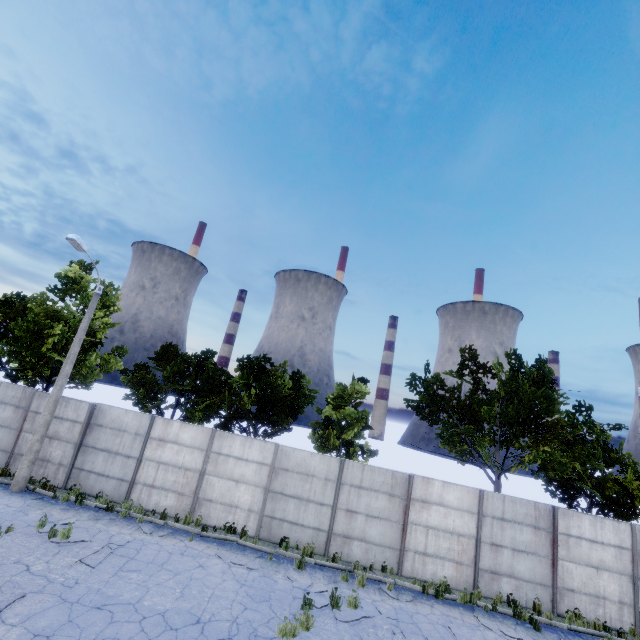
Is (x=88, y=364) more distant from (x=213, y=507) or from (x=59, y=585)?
(x=59, y=585)

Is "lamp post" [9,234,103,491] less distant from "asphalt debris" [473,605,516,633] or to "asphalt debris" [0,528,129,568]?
"asphalt debris" [0,528,129,568]

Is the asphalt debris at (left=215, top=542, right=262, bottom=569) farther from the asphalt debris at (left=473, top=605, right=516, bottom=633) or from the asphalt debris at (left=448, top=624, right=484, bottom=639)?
the asphalt debris at (left=473, top=605, right=516, bottom=633)

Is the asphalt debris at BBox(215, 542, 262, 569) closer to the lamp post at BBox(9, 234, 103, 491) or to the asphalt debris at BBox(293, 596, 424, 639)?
the asphalt debris at BBox(293, 596, 424, 639)

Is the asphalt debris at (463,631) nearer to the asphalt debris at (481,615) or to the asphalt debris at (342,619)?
the asphalt debris at (342,619)

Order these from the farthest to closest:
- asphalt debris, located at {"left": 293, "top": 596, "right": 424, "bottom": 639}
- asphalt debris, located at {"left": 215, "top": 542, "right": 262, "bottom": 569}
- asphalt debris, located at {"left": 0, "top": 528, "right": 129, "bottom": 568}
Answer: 1. asphalt debris, located at {"left": 215, "top": 542, "right": 262, "bottom": 569}
2. asphalt debris, located at {"left": 0, "top": 528, "right": 129, "bottom": 568}
3. asphalt debris, located at {"left": 293, "top": 596, "right": 424, "bottom": 639}

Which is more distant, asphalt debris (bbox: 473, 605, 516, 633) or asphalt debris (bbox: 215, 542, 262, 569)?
asphalt debris (bbox: 215, 542, 262, 569)

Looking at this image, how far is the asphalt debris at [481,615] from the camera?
10.3 meters
